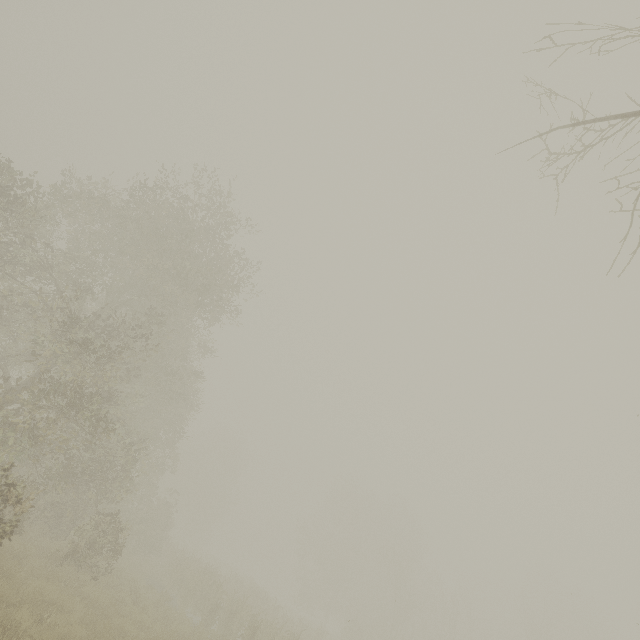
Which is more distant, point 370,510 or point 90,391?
point 370,510
